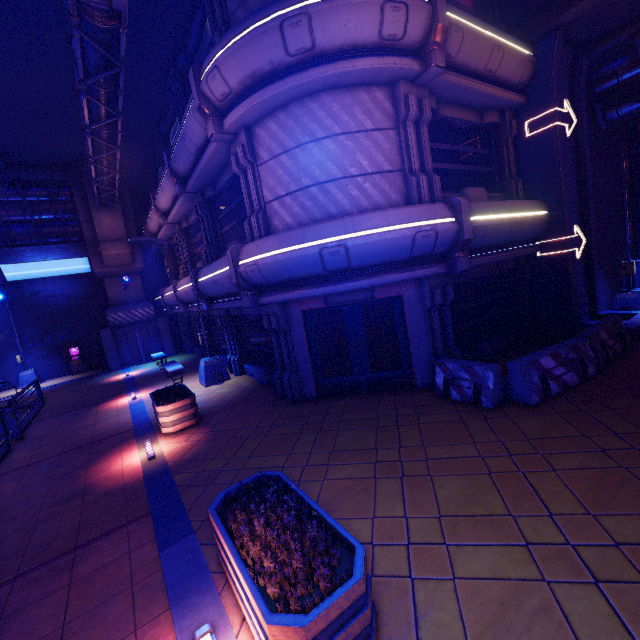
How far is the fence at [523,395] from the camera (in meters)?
6.89

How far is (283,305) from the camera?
9.1 meters

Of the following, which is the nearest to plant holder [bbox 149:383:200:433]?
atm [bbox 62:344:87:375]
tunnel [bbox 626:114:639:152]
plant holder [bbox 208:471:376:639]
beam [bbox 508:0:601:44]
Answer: plant holder [bbox 208:471:376:639]

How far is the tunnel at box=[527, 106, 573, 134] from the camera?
9.7 meters

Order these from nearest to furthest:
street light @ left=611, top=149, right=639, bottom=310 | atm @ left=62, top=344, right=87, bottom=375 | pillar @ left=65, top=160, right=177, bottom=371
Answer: street light @ left=611, top=149, right=639, bottom=310
pillar @ left=65, top=160, right=177, bottom=371
atm @ left=62, top=344, right=87, bottom=375

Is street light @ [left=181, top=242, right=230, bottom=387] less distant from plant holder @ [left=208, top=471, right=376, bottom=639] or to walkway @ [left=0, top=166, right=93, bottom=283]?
plant holder @ [left=208, top=471, right=376, bottom=639]

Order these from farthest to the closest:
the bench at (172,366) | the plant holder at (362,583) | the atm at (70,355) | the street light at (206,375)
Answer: the atm at (70,355)
the bench at (172,366)
the street light at (206,375)
the plant holder at (362,583)

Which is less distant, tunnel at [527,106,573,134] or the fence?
the fence
